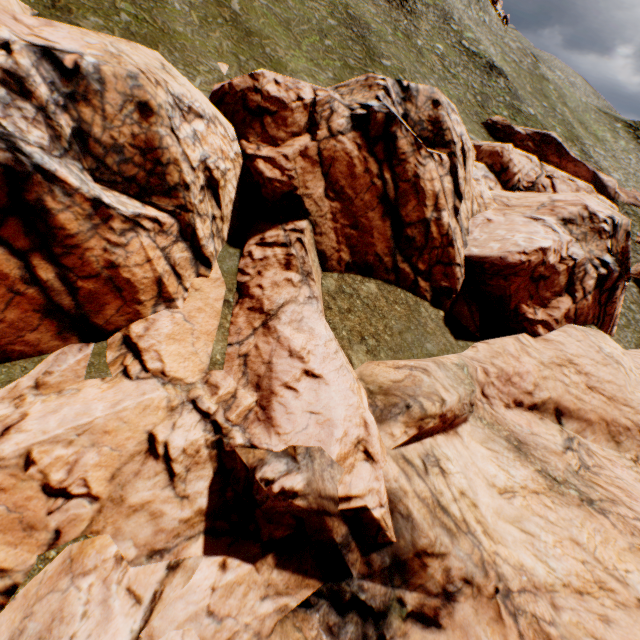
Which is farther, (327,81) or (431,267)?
(327,81)
